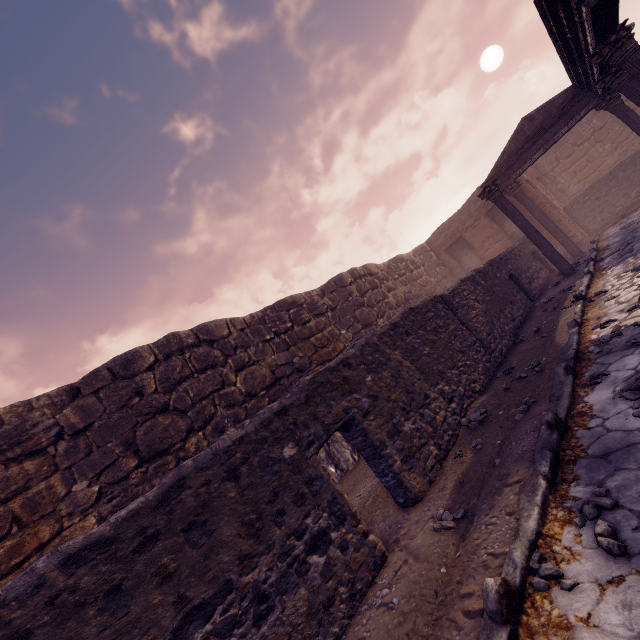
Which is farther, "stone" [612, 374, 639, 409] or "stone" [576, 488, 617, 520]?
"stone" [612, 374, 639, 409]

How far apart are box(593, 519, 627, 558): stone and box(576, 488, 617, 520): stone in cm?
16

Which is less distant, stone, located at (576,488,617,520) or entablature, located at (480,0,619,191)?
stone, located at (576,488,617,520)

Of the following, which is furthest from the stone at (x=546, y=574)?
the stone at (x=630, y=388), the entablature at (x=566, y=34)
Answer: the entablature at (x=566, y=34)

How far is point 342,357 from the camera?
4.4 meters

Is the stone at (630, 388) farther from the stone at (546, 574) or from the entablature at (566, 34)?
the entablature at (566, 34)

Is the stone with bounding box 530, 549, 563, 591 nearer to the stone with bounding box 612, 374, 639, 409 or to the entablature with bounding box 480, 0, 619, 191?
the stone with bounding box 612, 374, 639, 409

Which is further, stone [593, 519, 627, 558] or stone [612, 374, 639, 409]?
stone [612, 374, 639, 409]
